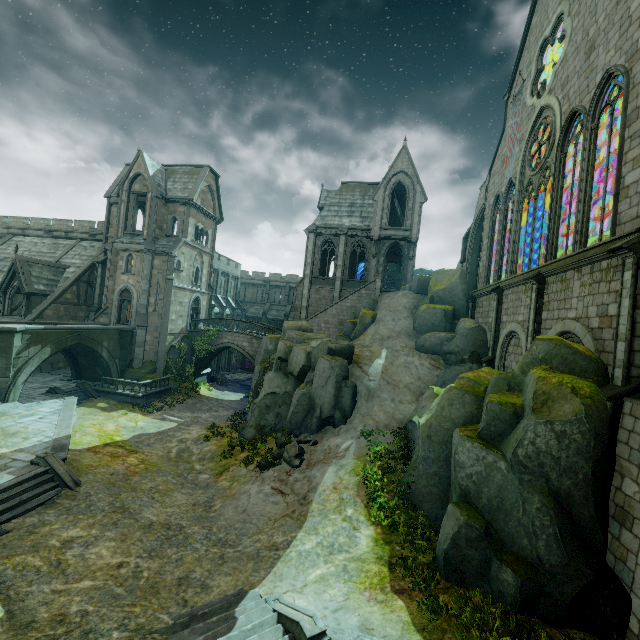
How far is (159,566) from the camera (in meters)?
10.12

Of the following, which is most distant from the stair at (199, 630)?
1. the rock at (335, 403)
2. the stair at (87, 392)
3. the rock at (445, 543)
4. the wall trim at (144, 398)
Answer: the stair at (87, 392)

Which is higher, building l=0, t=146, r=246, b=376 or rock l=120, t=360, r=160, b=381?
building l=0, t=146, r=246, b=376

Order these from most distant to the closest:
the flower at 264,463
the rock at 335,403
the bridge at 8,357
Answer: the bridge at 8,357 < the rock at 335,403 < the flower at 264,463

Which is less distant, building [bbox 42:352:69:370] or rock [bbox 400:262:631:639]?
rock [bbox 400:262:631:639]

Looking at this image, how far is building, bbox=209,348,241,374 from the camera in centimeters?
4350cm

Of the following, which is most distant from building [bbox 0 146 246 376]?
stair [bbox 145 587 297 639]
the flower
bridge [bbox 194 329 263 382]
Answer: the flower

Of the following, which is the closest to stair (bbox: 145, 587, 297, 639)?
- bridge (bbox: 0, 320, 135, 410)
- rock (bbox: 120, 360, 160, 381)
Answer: bridge (bbox: 0, 320, 135, 410)
